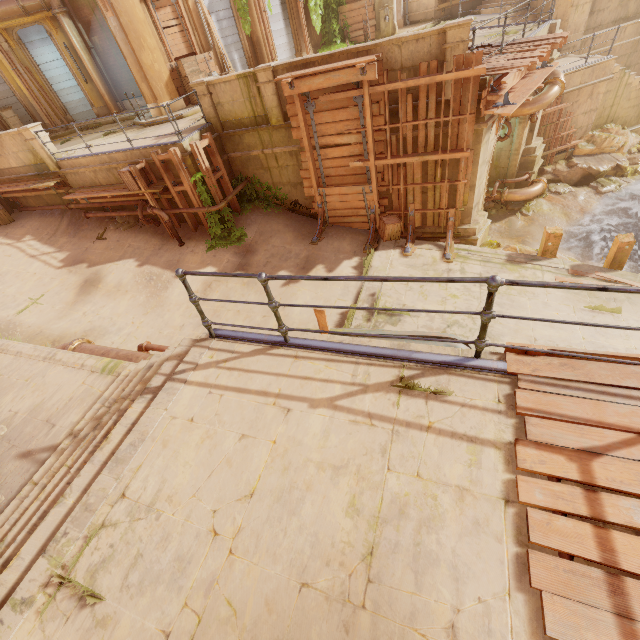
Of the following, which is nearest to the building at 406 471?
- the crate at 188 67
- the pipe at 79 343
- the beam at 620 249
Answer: the crate at 188 67

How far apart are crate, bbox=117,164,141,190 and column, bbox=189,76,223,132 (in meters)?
2.59

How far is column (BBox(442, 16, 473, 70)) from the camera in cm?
738

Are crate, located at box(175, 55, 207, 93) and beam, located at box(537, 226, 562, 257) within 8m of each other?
no

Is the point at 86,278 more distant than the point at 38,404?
Yes

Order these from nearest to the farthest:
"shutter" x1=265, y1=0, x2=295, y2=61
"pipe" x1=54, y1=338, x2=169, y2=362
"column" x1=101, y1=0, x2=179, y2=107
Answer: "pipe" x1=54, y1=338, x2=169, y2=362 → "column" x1=101, y1=0, x2=179, y2=107 → "shutter" x1=265, y1=0, x2=295, y2=61

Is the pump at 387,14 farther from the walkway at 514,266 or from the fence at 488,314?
the fence at 488,314

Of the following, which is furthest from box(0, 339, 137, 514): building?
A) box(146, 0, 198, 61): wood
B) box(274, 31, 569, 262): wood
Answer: box(146, 0, 198, 61): wood
